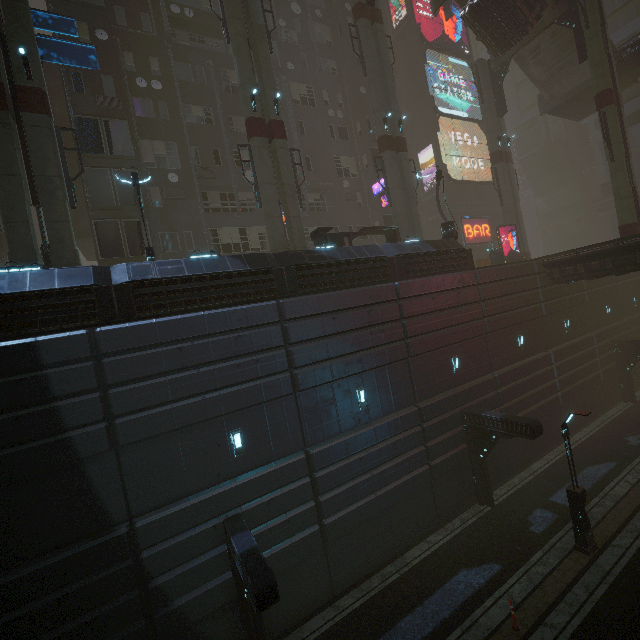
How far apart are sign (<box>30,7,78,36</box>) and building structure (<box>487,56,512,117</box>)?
29.9m

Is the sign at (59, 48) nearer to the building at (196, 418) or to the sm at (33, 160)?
the sm at (33, 160)

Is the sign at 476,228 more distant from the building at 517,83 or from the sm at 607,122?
the building at 517,83

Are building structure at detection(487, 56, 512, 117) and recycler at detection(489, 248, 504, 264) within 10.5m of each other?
no

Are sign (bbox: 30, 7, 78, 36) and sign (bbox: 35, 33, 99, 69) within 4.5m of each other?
yes

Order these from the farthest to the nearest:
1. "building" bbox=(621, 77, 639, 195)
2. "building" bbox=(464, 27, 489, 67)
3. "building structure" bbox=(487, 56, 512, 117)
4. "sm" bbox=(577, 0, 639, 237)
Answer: "building" bbox=(464, 27, 489, 67) → "building" bbox=(621, 77, 639, 195) → "building structure" bbox=(487, 56, 512, 117) → "sm" bbox=(577, 0, 639, 237)

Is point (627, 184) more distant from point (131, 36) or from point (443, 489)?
point (131, 36)

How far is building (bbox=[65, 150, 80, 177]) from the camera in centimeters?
1778cm
